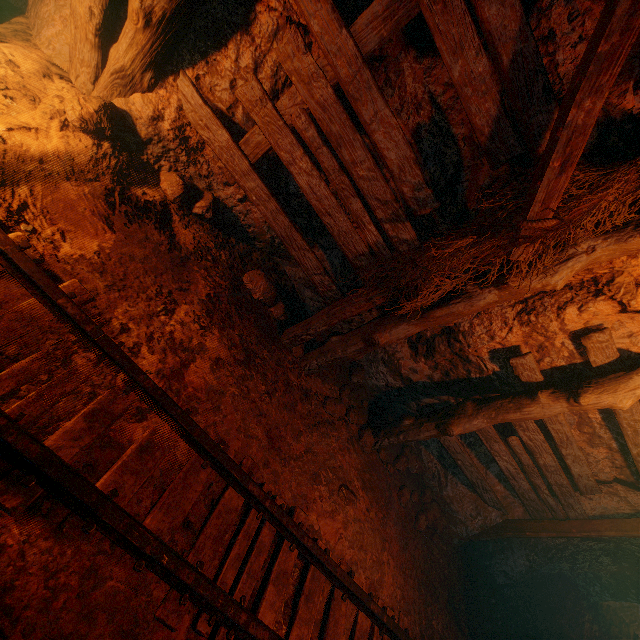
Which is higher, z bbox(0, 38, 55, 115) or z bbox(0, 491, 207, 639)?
z bbox(0, 38, 55, 115)

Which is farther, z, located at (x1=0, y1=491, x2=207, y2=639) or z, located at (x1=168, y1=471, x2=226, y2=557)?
z, located at (x1=168, y1=471, x2=226, y2=557)

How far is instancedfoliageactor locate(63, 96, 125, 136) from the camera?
2.7 meters

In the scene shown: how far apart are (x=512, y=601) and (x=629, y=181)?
7.3 meters

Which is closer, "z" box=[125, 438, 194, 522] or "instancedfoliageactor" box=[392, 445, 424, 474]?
"z" box=[125, 438, 194, 522]

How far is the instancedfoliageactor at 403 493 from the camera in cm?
470

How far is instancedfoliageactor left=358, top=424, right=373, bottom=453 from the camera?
4.5m

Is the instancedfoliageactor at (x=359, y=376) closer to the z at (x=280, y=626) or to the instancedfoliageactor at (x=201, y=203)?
the z at (x=280, y=626)
